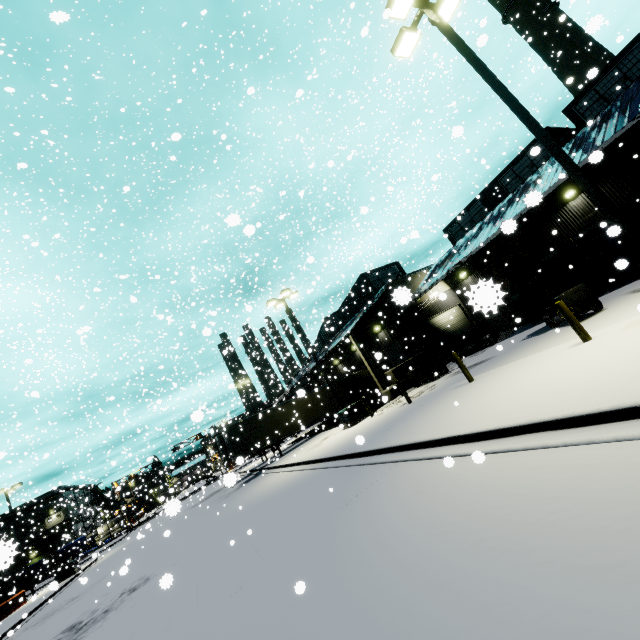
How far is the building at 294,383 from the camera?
31.4 meters

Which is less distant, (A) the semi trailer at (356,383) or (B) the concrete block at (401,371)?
(B) the concrete block at (401,371)

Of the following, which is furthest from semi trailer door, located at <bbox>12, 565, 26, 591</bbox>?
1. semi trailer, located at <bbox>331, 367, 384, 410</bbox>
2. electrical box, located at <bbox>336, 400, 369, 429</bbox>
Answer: electrical box, located at <bbox>336, 400, 369, 429</bbox>

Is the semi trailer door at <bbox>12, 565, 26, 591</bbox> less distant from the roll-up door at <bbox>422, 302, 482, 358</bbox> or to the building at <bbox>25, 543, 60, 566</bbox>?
the building at <bbox>25, 543, 60, 566</bbox>

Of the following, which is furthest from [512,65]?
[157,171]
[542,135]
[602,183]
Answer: [157,171]

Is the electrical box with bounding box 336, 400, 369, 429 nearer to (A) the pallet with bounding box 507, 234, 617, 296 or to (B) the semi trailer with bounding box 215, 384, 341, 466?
(B) the semi trailer with bounding box 215, 384, 341, 466

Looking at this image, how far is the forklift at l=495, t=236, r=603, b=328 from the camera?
11.8 meters
